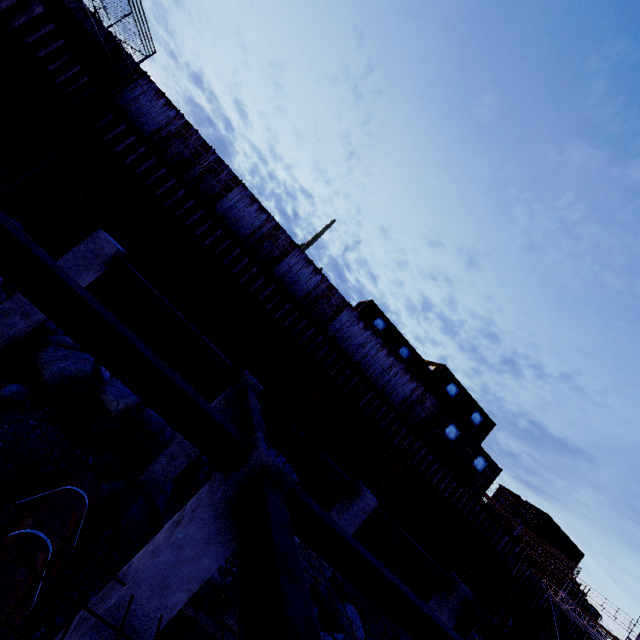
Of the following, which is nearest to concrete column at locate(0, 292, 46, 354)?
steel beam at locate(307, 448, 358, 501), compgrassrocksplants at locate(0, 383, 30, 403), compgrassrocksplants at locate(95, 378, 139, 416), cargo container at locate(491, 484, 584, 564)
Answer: compgrassrocksplants at locate(0, 383, 30, 403)

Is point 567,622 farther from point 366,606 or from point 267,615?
point 267,615

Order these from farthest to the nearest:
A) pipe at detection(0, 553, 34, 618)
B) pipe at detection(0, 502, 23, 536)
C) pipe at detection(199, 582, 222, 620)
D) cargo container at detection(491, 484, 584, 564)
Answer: cargo container at detection(491, 484, 584, 564) → pipe at detection(199, 582, 222, 620) → pipe at detection(0, 502, 23, 536) → pipe at detection(0, 553, 34, 618)

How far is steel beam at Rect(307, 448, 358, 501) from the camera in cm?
937

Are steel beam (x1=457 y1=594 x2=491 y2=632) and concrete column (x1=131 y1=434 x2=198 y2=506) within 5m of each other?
no

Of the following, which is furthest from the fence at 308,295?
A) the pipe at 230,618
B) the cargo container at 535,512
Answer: the cargo container at 535,512

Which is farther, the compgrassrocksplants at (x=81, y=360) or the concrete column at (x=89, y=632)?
the compgrassrocksplants at (x=81, y=360)

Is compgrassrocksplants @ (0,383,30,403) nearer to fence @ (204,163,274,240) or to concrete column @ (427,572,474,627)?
fence @ (204,163,274,240)
